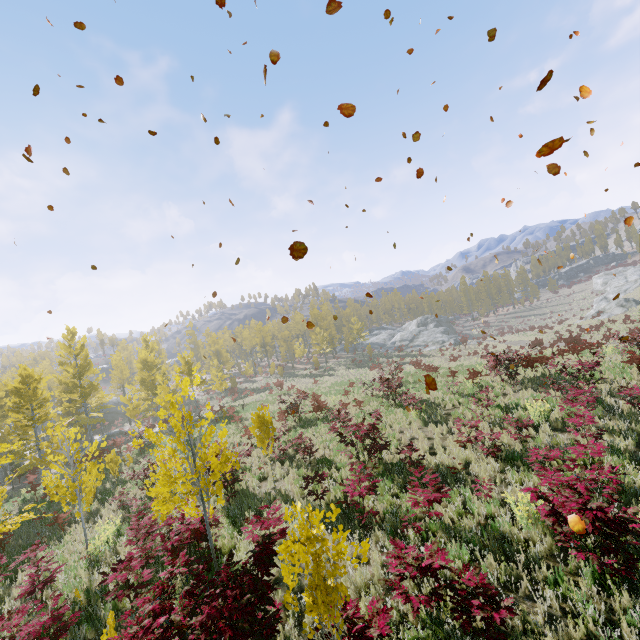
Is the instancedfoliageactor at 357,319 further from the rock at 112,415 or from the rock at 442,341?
the rock at 442,341

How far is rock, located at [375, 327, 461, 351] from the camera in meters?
49.4

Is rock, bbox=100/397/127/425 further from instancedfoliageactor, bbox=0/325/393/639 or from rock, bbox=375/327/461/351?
rock, bbox=375/327/461/351

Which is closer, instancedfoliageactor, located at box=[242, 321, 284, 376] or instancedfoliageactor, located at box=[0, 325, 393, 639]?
instancedfoliageactor, located at box=[0, 325, 393, 639]

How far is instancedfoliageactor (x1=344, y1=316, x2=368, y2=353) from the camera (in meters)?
51.84

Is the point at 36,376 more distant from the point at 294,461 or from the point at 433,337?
the point at 433,337

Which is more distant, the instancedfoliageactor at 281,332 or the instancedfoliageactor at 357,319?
the instancedfoliageactor at 357,319
